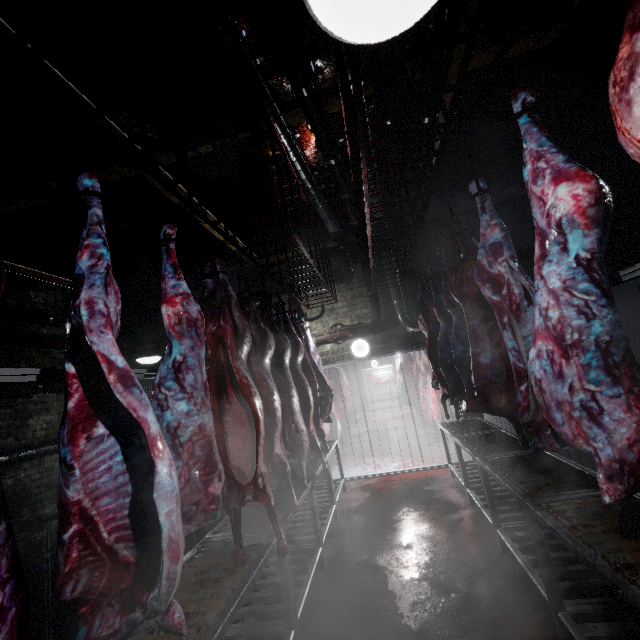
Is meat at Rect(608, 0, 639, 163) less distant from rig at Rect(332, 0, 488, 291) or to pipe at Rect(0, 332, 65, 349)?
rig at Rect(332, 0, 488, 291)

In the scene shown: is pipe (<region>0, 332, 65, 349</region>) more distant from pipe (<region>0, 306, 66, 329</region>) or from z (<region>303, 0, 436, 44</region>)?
z (<region>303, 0, 436, 44</region>)

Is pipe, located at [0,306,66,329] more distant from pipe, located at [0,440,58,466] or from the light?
the light

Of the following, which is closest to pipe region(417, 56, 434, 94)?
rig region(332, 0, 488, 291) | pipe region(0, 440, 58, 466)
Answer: rig region(332, 0, 488, 291)

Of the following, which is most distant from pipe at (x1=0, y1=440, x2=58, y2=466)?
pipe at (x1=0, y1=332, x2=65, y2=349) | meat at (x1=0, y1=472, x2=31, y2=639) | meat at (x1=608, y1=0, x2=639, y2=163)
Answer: meat at (x1=608, y1=0, x2=639, y2=163)

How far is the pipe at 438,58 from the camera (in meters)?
2.53

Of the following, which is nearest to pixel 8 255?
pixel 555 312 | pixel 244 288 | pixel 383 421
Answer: pixel 244 288
